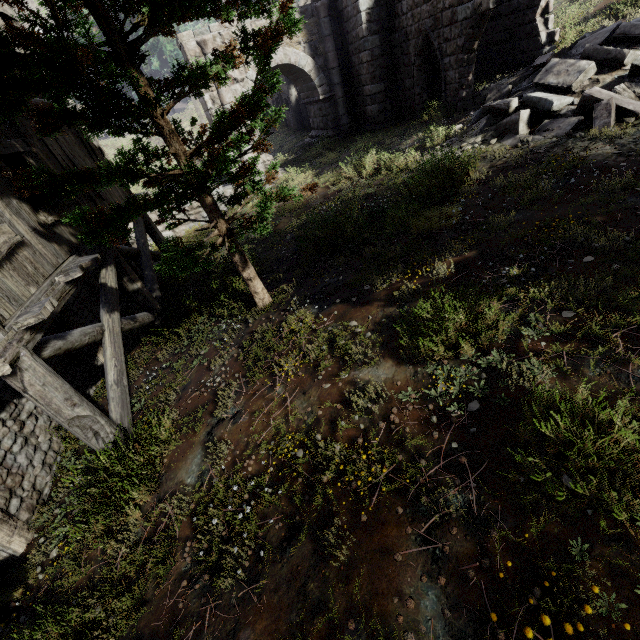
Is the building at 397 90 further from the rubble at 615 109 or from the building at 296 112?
the building at 296 112

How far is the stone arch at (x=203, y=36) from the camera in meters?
13.6

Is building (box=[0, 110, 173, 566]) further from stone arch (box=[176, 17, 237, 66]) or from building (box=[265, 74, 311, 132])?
building (box=[265, 74, 311, 132])

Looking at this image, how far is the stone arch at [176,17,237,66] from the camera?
13.6m

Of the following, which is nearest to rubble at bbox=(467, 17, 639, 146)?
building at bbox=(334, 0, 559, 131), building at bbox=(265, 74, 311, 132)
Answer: building at bbox=(334, 0, 559, 131)

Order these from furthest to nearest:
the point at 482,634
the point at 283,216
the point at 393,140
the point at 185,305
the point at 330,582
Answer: the point at 393,140 < the point at 283,216 < the point at 185,305 < the point at 330,582 < the point at 482,634

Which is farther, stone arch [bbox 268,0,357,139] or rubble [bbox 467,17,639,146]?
stone arch [bbox 268,0,357,139]

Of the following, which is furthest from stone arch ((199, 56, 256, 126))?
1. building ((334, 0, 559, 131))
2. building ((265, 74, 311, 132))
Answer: building ((265, 74, 311, 132))
